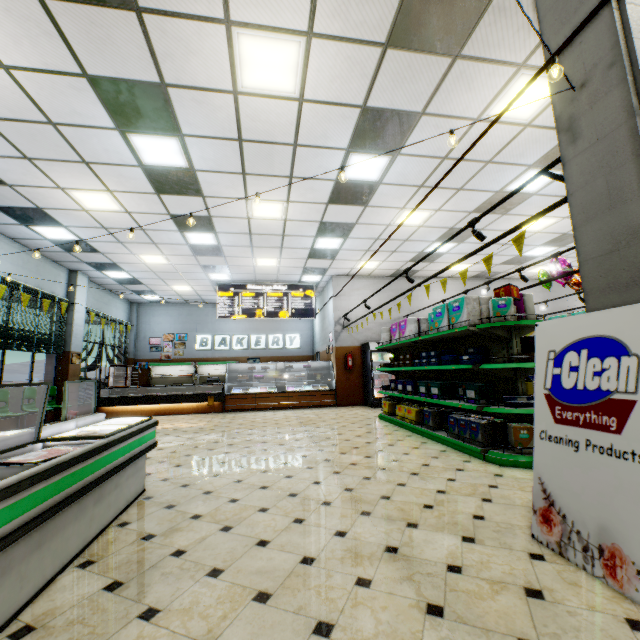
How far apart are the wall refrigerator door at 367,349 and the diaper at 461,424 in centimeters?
534cm

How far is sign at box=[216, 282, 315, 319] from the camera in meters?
12.9 m

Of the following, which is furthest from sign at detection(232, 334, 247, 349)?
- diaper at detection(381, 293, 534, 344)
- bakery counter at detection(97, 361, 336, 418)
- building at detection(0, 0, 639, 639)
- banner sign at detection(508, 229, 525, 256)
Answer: banner sign at detection(508, 229, 525, 256)

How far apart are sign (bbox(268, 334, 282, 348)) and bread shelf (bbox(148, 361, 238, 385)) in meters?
0.6 m

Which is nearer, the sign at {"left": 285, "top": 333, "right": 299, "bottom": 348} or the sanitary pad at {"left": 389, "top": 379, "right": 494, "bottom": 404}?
the sanitary pad at {"left": 389, "top": 379, "right": 494, "bottom": 404}

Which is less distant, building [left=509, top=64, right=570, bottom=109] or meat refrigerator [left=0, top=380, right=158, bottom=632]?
meat refrigerator [left=0, top=380, right=158, bottom=632]

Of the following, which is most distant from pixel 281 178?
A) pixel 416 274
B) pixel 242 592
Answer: pixel 416 274

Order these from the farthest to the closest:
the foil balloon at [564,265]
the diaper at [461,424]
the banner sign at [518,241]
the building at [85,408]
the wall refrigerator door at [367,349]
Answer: the wall refrigerator door at [367,349] → the building at [85,408] → the foil balloon at [564,265] → the diaper at [461,424] → the banner sign at [518,241]
